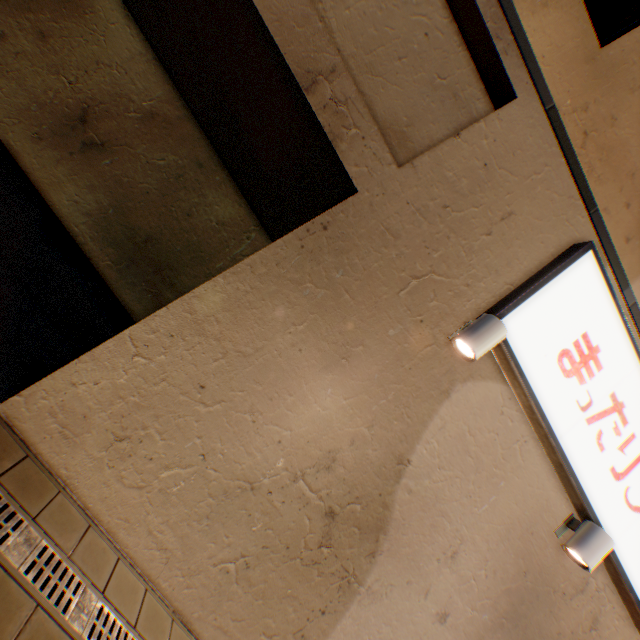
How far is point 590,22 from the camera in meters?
4.6

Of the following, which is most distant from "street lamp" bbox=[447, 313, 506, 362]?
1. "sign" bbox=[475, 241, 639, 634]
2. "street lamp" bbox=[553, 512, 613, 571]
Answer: "street lamp" bbox=[553, 512, 613, 571]

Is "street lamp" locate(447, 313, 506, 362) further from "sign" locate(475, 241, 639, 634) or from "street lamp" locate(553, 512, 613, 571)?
"street lamp" locate(553, 512, 613, 571)

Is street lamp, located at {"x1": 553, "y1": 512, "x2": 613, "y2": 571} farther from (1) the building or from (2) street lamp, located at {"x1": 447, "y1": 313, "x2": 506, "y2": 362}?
(2) street lamp, located at {"x1": 447, "y1": 313, "x2": 506, "y2": 362}

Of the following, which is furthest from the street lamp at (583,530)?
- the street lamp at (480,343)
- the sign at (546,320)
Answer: the street lamp at (480,343)

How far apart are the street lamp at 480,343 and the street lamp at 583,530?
2.4 meters
